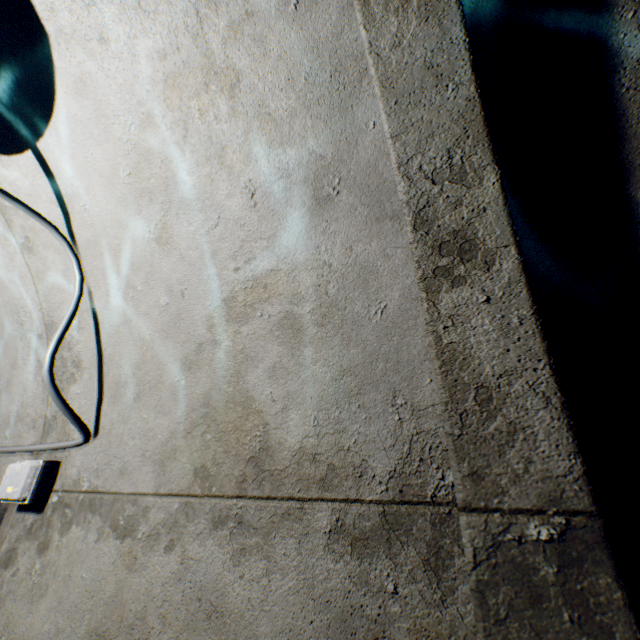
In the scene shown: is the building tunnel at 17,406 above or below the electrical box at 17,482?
above

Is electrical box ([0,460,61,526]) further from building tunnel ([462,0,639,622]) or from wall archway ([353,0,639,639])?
wall archway ([353,0,639,639])

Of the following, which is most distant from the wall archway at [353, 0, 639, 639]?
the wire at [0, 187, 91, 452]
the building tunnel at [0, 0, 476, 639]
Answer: the wire at [0, 187, 91, 452]

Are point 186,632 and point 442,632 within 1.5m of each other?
yes

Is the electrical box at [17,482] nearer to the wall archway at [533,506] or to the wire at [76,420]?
the wire at [76,420]

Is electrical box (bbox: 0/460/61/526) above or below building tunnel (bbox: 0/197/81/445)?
below

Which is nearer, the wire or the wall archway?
the wall archway
